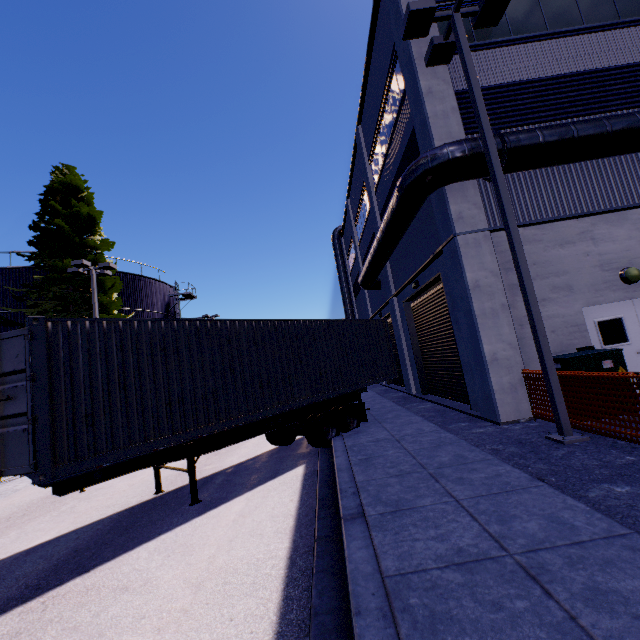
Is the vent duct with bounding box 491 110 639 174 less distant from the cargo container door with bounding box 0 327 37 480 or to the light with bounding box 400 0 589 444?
the light with bounding box 400 0 589 444

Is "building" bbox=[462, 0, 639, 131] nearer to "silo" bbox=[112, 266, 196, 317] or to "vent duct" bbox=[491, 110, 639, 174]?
"vent duct" bbox=[491, 110, 639, 174]

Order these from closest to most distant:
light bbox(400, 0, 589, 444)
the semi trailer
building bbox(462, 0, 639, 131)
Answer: the semi trailer, light bbox(400, 0, 589, 444), building bbox(462, 0, 639, 131)

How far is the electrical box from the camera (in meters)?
6.97

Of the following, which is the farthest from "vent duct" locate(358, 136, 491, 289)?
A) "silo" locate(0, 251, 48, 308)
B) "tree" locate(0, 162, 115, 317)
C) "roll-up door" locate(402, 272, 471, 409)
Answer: "silo" locate(0, 251, 48, 308)

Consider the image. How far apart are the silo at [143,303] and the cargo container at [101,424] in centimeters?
2004cm

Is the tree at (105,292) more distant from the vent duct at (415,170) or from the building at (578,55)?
the vent duct at (415,170)

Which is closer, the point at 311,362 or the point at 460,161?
the point at 460,161
